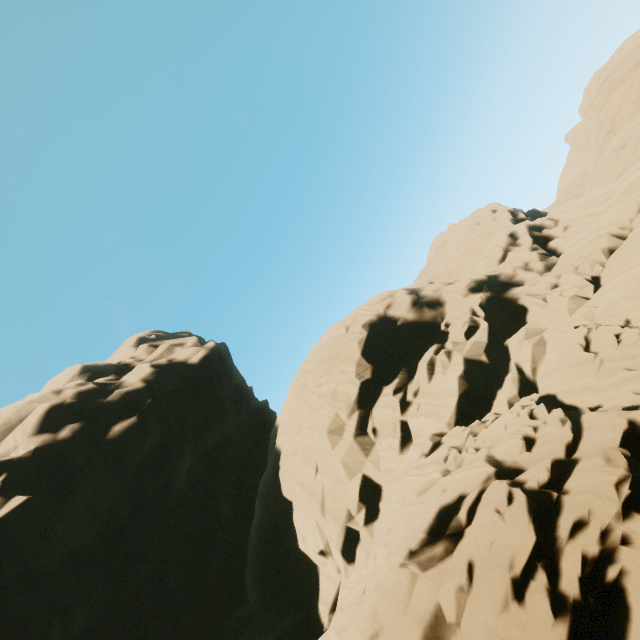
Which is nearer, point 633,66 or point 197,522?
point 197,522
